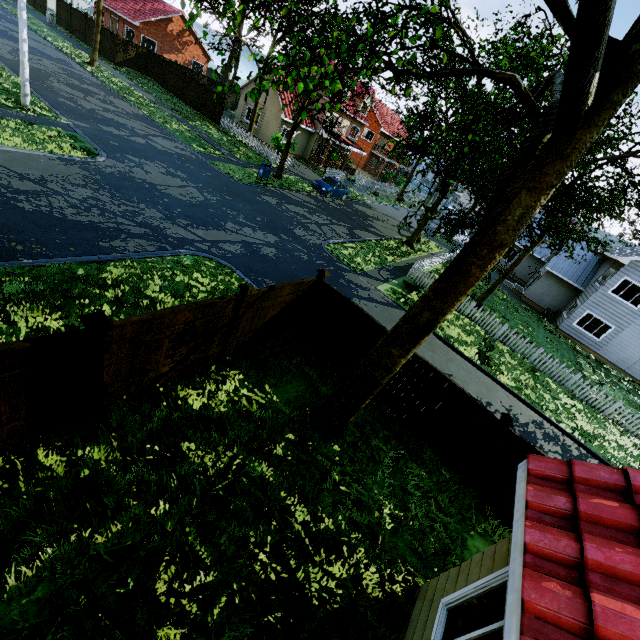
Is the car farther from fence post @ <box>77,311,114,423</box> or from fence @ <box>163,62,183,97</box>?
fence post @ <box>77,311,114,423</box>

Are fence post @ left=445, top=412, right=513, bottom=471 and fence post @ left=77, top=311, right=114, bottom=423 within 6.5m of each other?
no

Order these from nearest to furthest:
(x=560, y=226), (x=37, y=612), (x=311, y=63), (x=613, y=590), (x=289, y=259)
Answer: (x=613, y=590) → (x=37, y=612) → (x=311, y=63) → (x=560, y=226) → (x=289, y=259)

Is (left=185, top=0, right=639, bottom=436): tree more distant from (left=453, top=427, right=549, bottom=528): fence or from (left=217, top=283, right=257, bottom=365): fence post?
(left=217, top=283, right=257, bottom=365): fence post

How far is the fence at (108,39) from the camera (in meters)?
30.62

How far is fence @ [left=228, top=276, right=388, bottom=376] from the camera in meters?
7.7

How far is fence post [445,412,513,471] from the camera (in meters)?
7.01

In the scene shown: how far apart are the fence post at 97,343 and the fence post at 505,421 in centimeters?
760cm
